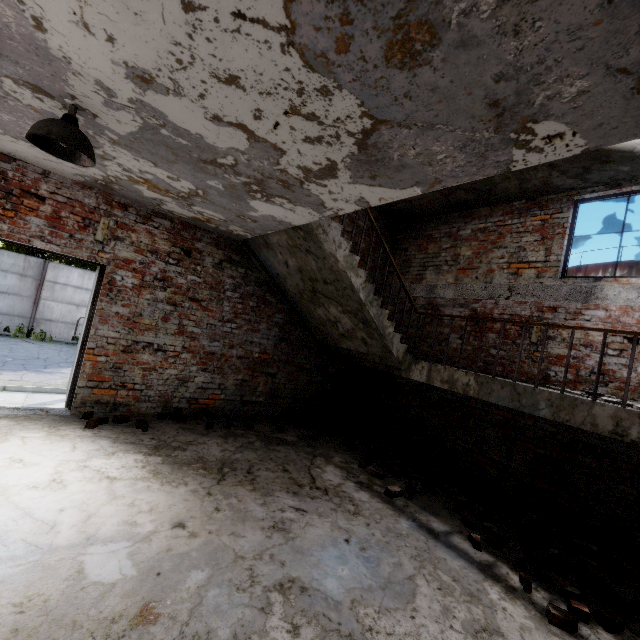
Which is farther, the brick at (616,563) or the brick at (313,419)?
the brick at (313,419)

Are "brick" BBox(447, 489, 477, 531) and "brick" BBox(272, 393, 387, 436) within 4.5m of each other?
yes

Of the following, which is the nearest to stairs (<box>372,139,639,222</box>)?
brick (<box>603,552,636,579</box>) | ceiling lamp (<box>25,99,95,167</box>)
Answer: brick (<box>603,552,636,579</box>)

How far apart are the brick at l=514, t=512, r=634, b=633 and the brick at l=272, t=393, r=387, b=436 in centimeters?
303cm

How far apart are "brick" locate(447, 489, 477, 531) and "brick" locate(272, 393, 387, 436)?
2.5 meters

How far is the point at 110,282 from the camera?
4.69m

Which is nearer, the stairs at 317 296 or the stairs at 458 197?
the stairs at 317 296

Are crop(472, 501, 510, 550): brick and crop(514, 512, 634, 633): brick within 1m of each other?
yes
